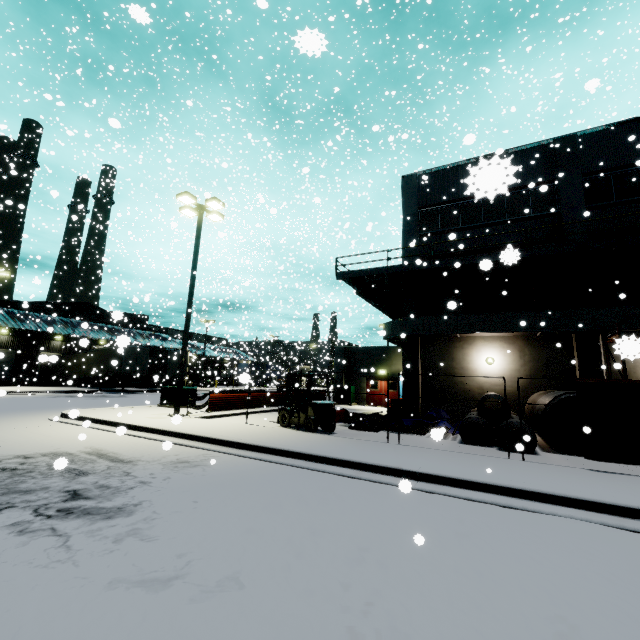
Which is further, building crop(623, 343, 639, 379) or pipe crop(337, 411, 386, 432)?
pipe crop(337, 411, 386, 432)

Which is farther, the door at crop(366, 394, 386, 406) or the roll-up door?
the roll-up door

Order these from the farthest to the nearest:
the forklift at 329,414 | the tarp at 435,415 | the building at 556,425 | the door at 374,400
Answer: the door at 374,400
the building at 556,425
the tarp at 435,415
the forklift at 329,414

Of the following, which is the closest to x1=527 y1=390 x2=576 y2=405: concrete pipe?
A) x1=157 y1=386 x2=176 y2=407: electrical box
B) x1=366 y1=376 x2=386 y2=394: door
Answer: x1=366 y1=376 x2=386 y2=394: door

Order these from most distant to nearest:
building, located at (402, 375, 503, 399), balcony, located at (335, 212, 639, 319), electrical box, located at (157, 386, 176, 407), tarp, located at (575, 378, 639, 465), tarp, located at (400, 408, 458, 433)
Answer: electrical box, located at (157, 386, 176, 407), building, located at (402, 375, 503, 399), tarp, located at (400, 408, 458, 433), balcony, located at (335, 212, 639, 319), tarp, located at (575, 378, 639, 465)

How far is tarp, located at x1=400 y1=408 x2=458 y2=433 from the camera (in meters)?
13.22

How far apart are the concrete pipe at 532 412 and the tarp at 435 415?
2.65m

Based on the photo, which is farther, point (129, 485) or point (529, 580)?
point (129, 485)
